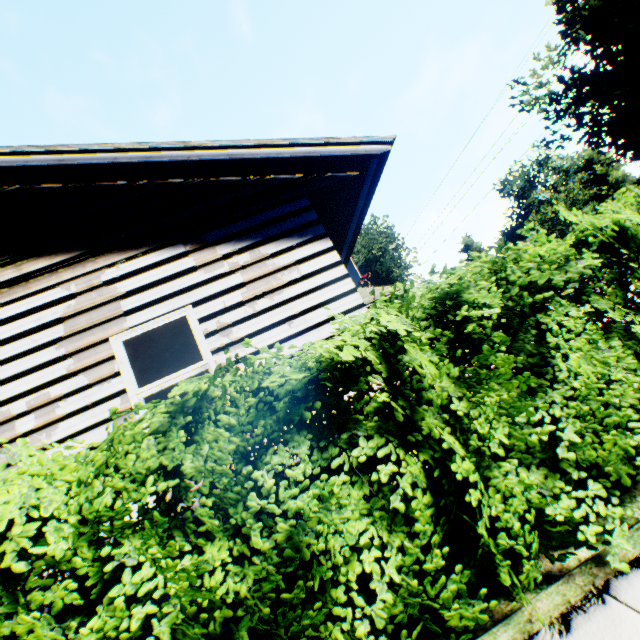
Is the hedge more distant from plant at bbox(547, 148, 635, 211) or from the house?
plant at bbox(547, 148, 635, 211)

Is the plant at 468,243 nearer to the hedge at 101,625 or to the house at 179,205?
the house at 179,205

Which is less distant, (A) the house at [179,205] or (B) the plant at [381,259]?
(A) the house at [179,205]

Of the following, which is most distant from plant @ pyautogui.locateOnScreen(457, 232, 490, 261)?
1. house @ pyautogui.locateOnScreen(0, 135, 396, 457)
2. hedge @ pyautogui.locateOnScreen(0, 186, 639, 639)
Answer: hedge @ pyautogui.locateOnScreen(0, 186, 639, 639)

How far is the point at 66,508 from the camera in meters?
2.0 m

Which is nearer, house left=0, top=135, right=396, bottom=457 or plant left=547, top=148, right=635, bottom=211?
house left=0, top=135, right=396, bottom=457
